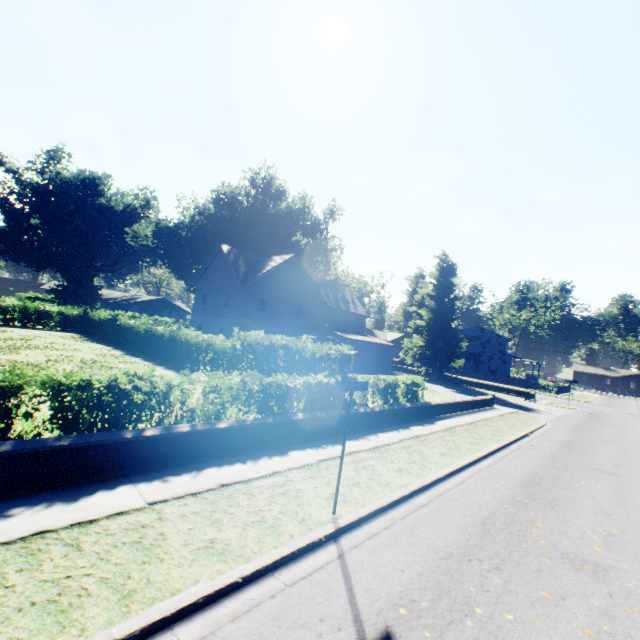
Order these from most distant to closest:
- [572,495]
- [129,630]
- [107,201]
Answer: [107,201]
[572,495]
[129,630]

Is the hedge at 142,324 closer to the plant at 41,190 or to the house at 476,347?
the plant at 41,190

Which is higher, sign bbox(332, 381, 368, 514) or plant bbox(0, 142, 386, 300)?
plant bbox(0, 142, 386, 300)

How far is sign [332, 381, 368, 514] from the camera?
5.65m

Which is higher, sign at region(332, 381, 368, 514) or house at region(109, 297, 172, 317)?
house at region(109, 297, 172, 317)

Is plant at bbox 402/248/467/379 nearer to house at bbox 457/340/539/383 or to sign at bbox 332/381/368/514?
house at bbox 457/340/539/383

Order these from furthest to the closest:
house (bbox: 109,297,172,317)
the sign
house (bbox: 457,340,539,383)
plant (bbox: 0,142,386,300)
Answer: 1. house (bbox: 109,297,172,317)
2. house (bbox: 457,340,539,383)
3. plant (bbox: 0,142,386,300)
4. the sign

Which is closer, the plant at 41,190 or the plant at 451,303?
the plant at 451,303
